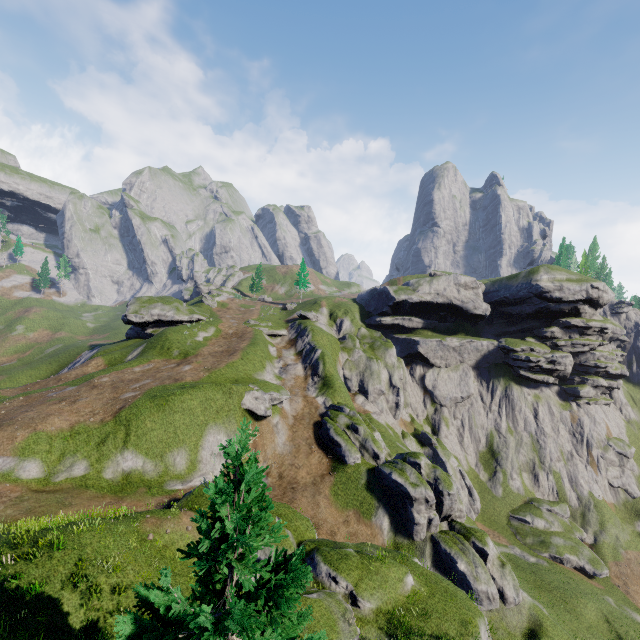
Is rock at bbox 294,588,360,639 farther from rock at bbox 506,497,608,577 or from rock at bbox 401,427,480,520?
rock at bbox 506,497,608,577

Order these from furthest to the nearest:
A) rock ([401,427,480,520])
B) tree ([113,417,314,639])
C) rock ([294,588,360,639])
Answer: rock ([401,427,480,520]) < rock ([294,588,360,639]) < tree ([113,417,314,639])

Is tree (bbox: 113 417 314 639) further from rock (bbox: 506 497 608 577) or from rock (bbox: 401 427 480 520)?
rock (bbox: 506 497 608 577)

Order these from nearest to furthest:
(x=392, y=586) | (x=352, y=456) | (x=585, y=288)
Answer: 1. (x=392, y=586)
2. (x=352, y=456)
3. (x=585, y=288)

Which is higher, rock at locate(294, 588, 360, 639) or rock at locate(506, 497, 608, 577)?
rock at locate(294, 588, 360, 639)

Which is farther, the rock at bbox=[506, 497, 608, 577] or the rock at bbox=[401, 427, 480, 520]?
the rock at bbox=[401, 427, 480, 520]

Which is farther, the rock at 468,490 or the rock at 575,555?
the rock at 468,490

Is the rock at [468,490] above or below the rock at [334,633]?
below
